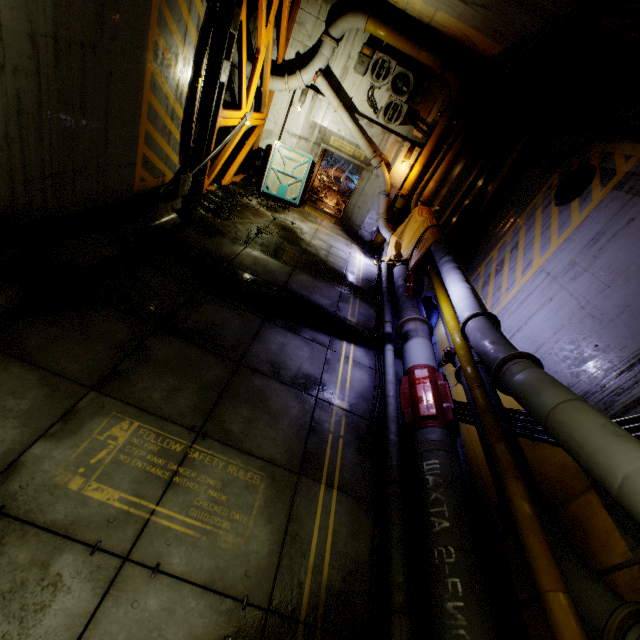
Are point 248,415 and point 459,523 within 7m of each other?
yes

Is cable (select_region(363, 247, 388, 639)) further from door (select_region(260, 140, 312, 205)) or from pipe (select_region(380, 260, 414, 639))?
door (select_region(260, 140, 312, 205))

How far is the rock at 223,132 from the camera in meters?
12.4

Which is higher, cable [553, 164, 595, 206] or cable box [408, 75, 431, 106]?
cable box [408, 75, 431, 106]

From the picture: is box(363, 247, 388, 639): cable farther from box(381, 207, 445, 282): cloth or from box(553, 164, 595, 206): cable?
box(553, 164, 595, 206): cable

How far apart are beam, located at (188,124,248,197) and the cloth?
6.4m

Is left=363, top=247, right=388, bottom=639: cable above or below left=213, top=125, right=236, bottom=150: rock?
below

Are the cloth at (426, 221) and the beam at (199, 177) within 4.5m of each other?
no
